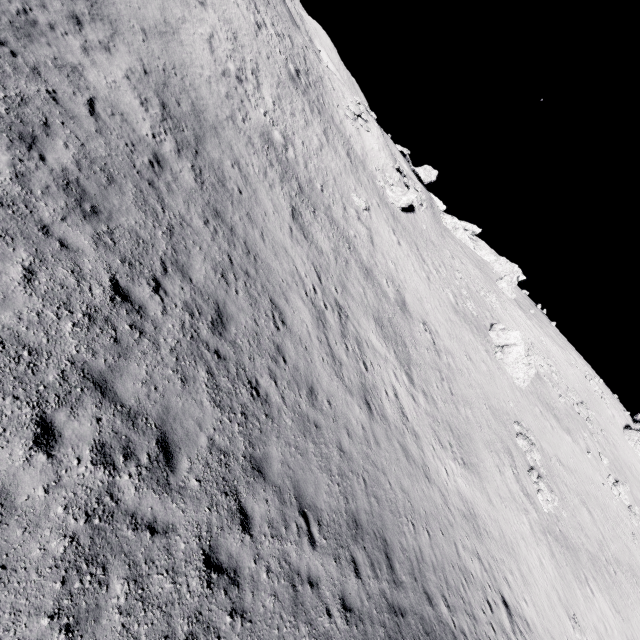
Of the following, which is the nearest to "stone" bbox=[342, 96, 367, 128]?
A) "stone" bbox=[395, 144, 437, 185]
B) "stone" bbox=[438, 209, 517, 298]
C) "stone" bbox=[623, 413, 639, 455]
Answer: "stone" bbox=[395, 144, 437, 185]

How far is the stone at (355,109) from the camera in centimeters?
3621cm

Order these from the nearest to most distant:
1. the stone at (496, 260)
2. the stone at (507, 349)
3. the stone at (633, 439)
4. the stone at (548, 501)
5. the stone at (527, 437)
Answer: the stone at (548, 501), the stone at (527, 437), the stone at (507, 349), the stone at (633, 439), the stone at (496, 260)

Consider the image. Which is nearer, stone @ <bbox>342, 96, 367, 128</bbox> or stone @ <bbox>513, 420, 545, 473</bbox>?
stone @ <bbox>513, 420, 545, 473</bbox>

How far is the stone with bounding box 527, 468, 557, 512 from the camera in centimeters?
2277cm

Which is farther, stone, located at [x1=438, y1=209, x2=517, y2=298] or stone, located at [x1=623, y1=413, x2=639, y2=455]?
stone, located at [x1=438, y1=209, x2=517, y2=298]

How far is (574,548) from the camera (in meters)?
22.73

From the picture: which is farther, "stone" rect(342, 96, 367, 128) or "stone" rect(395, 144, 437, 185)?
"stone" rect(395, 144, 437, 185)
